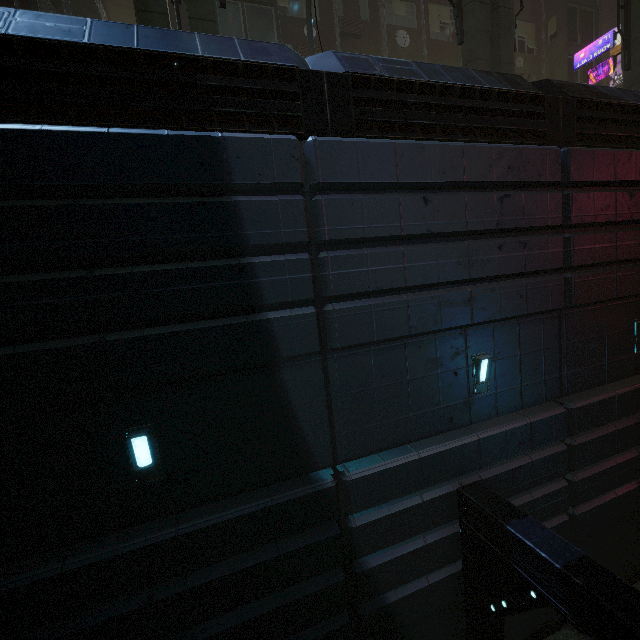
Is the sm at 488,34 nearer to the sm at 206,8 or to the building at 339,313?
the building at 339,313

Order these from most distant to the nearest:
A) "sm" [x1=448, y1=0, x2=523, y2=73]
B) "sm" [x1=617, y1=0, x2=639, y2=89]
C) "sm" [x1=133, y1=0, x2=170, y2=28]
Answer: "sm" [x1=617, y1=0, x2=639, y2=89] < "sm" [x1=448, y1=0, x2=523, y2=73] < "sm" [x1=133, y1=0, x2=170, y2=28]

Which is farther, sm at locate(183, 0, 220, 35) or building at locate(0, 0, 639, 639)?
sm at locate(183, 0, 220, 35)

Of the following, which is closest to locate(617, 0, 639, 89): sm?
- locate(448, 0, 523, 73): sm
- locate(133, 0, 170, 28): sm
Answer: locate(448, 0, 523, 73): sm

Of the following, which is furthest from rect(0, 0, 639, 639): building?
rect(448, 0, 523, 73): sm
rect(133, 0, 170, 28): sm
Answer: rect(133, 0, 170, 28): sm

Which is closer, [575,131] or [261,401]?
[261,401]

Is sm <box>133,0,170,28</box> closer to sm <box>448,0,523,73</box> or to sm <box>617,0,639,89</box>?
sm <box>448,0,523,73</box>

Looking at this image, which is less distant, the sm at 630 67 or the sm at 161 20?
the sm at 161 20
